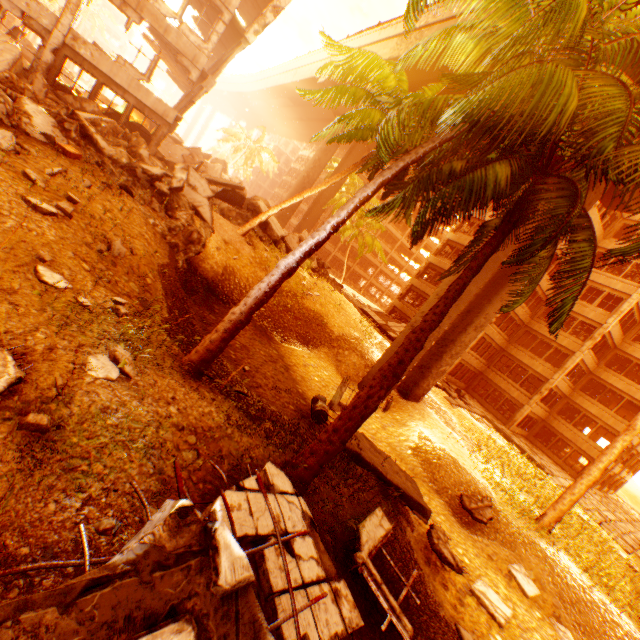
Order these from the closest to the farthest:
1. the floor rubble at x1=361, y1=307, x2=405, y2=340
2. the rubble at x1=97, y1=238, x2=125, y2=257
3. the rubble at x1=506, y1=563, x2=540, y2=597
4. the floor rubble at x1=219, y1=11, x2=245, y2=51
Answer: the rubble at x1=97, y1=238, x2=125, y2=257, the rubble at x1=506, y1=563, x2=540, y2=597, the floor rubble at x1=219, y1=11, x2=245, y2=51, the floor rubble at x1=361, y1=307, x2=405, y2=340

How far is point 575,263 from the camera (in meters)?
6.46

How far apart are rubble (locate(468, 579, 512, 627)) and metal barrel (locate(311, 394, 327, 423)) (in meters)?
Answer: 5.64

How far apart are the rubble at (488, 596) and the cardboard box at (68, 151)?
16.3 meters

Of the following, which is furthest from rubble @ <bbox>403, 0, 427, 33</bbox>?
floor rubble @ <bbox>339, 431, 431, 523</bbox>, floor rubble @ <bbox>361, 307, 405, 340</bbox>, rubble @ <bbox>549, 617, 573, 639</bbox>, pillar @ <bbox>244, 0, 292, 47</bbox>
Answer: pillar @ <bbox>244, 0, 292, 47</bbox>

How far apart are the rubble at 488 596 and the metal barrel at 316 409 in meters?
5.6

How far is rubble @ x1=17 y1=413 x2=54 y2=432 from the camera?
3.1m
